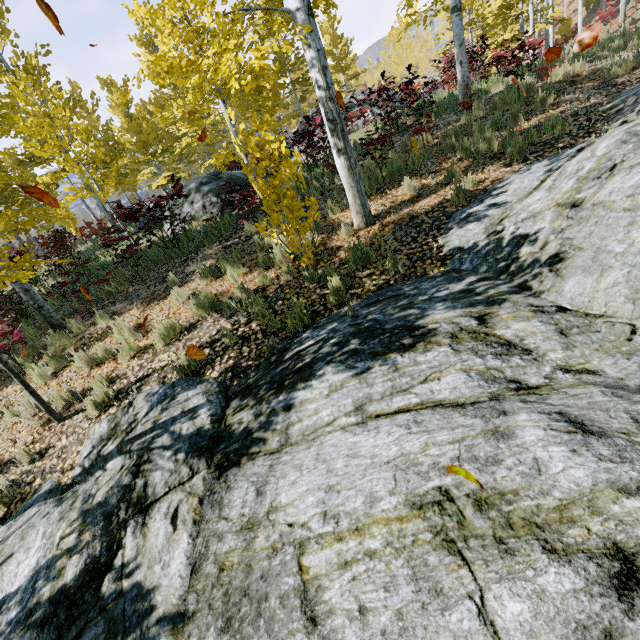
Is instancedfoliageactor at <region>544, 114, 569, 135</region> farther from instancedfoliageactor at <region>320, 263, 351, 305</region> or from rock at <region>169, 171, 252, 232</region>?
instancedfoliageactor at <region>320, 263, 351, 305</region>

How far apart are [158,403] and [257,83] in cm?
578

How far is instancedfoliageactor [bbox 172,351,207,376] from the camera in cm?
473

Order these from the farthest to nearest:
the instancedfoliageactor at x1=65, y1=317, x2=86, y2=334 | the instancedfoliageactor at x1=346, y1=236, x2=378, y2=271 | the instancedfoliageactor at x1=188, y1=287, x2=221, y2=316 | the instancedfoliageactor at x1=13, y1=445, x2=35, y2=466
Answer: the instancedfoliageactor at x1=65, y1=317, x2=86, y2=334 < the instancedfoliageactor at x1=188, y1=287, x2=221, y2=316 < the instancedfoliageactor at x1=346, y1=236, x2=378, y2=271 < the instancedfoliageactor at x1=13, y1=445, x2=35, y2=466

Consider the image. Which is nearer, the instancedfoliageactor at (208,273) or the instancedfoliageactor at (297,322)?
the instancedfoliageactor at (297,322)

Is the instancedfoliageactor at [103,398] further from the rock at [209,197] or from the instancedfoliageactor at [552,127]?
A: the instancedfoliageactor at [552,127]

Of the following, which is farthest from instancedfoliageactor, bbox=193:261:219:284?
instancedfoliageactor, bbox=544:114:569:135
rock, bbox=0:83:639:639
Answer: instancedfoliageactor, bbox=544:114:569:135
